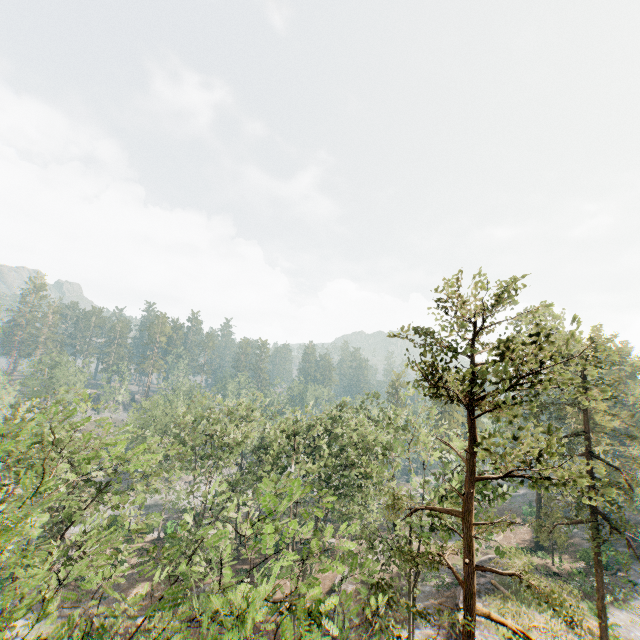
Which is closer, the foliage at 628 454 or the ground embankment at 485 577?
the foliage at 628 454

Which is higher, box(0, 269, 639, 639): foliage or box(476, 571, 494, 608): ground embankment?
box(0, 269, 639, 639): foliage

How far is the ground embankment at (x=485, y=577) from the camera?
28.8 meters

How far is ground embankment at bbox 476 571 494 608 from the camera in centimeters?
2875cm

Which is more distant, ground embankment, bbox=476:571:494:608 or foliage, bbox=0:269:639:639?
ground embankment, bbox=476:571:494:608

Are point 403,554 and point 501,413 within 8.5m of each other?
yes
